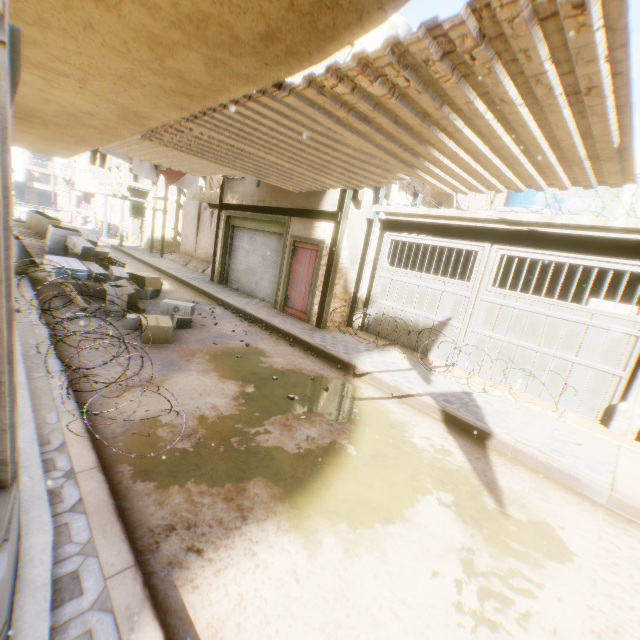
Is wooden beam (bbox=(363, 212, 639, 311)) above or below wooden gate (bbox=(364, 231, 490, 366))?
above

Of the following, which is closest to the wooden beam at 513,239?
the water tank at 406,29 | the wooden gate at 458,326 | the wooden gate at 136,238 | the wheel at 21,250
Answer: the wooden gate at 458,326

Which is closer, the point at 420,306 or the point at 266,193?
the point at 420,306

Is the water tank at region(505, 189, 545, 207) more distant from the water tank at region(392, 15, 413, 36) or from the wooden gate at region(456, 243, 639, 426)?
the water tank at region(392, 15, 413, 36)

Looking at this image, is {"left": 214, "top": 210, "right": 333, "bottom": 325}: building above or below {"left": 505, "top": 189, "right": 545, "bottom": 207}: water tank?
below

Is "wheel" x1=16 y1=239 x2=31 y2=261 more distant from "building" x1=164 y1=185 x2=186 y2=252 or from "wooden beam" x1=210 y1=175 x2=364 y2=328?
"wooden beam" x1=210 y1=175 x2=364 y2=328

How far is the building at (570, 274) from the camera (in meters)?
10.69

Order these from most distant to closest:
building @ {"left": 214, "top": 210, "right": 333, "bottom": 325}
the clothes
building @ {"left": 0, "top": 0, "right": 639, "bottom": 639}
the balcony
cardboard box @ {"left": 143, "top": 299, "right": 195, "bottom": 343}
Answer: the balcony → the clothes → building @ {"left": 214, "top": 210, "right": 333, "bottom": 325} → cardboard box @ {"left": 143, "top": 299, "right": 195, "bottom": 343} → building @ {"left": 0, "top": 0, "right": 639, "bottom": 639}
